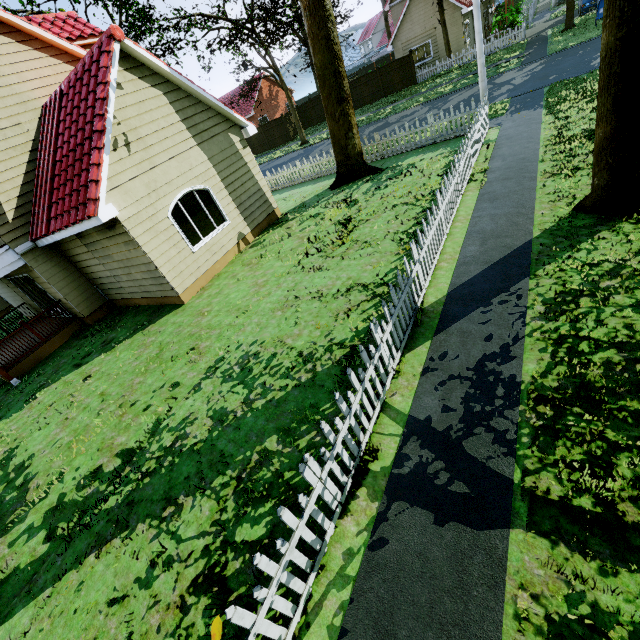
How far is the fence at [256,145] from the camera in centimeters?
3436cm

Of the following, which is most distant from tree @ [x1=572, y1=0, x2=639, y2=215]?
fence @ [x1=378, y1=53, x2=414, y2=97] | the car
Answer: the car

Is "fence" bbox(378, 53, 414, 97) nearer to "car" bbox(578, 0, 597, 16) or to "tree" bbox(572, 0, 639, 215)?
"tree" bbox(572, 0, 639, 215)

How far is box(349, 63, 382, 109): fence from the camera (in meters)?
29.03

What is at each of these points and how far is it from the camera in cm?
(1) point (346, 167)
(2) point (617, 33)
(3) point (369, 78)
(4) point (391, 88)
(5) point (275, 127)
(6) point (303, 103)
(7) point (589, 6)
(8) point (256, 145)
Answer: (1) tree, 1305
(2) tree, 454
(3) fence, 2903
(4) fence, 2884
(5) fence, 3300
(6) fence, 3312
(7) car, 2150
(8) fence, 3534

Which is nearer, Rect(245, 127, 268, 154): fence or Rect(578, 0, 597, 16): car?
Rect(578, 0, 597, 16): car

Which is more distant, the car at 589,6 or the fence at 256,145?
the fence at 256,145
